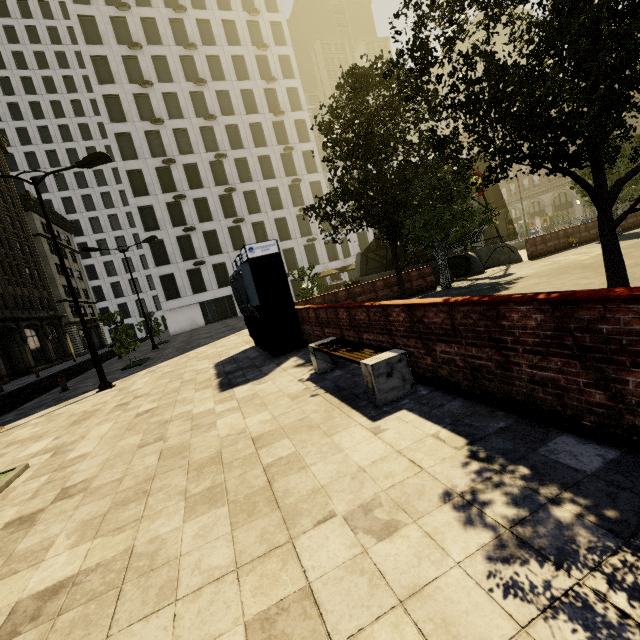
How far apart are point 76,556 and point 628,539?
4.2m

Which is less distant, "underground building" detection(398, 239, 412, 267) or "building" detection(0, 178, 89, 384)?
"underground building" detection(398, 239, 412, 267)

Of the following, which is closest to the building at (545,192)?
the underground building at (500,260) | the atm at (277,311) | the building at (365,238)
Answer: the building at (365,238)

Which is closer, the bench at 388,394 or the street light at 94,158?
the bench at 388,394

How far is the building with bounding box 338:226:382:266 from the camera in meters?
44.8 m

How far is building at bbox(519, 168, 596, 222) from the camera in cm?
4569

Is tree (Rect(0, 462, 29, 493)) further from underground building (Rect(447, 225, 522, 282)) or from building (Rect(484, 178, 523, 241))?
building (Rect(484, 178, 523, 241))

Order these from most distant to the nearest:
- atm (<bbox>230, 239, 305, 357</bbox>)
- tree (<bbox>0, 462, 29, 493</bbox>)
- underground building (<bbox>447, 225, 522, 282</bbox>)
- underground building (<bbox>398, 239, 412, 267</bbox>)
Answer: underground building (<bbox>398, 239, 412, 267</bbox>), underground building (<bbox>447, 225, 522, 282</bbox>), atm (<bbox>230, 239, 305, 357</bbox>), tree (<bbox>0, 462, 29, 493</bbox>)
